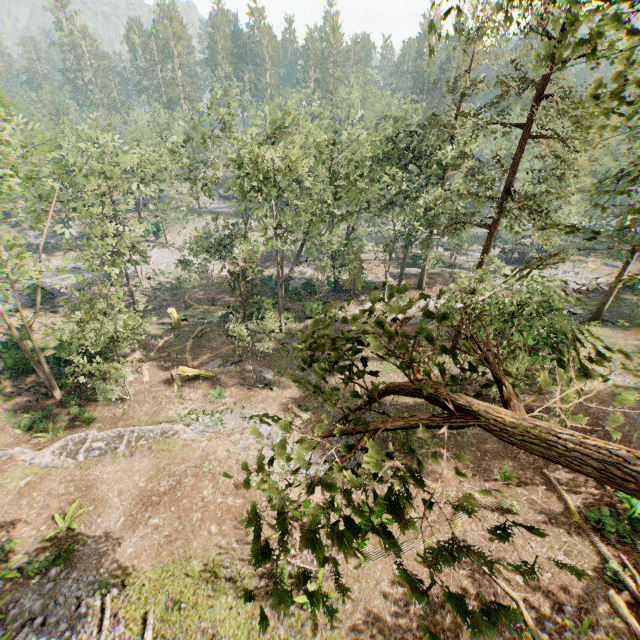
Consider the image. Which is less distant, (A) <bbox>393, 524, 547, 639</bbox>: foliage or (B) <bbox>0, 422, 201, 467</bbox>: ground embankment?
(A) <bbox>393, 524, 547, 639</bbox>: foliage

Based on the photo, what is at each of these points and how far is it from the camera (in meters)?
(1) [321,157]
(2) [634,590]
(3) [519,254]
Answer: (1) foliage, 33.31
(2) foliage, 10.65
(3) rock, 49.56

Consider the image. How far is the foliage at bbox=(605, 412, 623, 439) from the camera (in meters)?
3.07

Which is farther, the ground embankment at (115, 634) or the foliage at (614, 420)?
the ground embankment at (115, 634)

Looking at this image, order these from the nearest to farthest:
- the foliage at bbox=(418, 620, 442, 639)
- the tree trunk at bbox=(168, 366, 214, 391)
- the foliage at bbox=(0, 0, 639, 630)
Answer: the foliage at bbox=(418, 620, 442, 639), the foliage at bbox=(0, 0, 639, 630), the tree trunk at bbox=(168, 366, 214, 391)

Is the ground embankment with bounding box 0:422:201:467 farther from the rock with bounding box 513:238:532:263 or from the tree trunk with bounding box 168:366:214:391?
the rock with bounding box 513:238:532:263

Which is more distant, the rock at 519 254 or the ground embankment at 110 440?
the rock at 519 254

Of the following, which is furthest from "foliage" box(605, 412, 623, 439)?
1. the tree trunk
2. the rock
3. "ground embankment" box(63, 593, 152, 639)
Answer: the tree trunk
